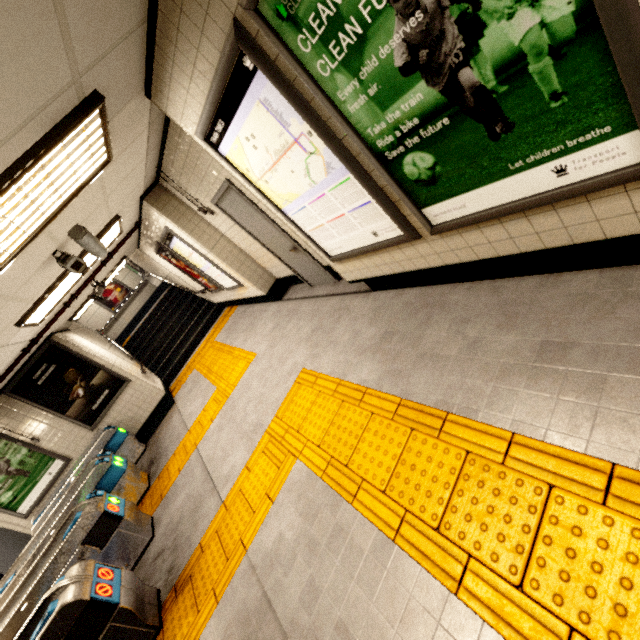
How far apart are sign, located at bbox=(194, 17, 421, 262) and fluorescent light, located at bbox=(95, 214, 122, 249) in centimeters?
263cm

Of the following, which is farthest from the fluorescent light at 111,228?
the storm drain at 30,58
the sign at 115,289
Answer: the sign at 115,289

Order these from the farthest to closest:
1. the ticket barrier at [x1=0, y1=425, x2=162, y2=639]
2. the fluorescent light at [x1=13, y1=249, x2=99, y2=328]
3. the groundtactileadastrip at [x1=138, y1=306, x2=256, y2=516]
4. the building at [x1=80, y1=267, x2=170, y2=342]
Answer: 1. the building at [x1=80, y1=267, x2=170, y2=342]
2. the groundtactileadastrip at [x1=138, y1=306, x2=256, y2=516]
3. the fluorescent light at [x1=13, y1=249, x2=99, y2=328]
4. the ticket barrier at [x1=0, y1=425, x2=162, y2=639]

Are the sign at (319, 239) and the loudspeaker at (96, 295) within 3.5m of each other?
no

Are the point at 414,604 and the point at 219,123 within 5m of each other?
yes

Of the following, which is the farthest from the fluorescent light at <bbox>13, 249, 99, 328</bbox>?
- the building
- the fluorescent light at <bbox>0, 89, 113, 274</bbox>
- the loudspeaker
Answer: the building

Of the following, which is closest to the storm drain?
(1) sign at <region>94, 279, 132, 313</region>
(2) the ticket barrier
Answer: Answer: (2) the ticket barrier

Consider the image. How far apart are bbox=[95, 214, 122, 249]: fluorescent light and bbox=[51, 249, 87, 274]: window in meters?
0.8
